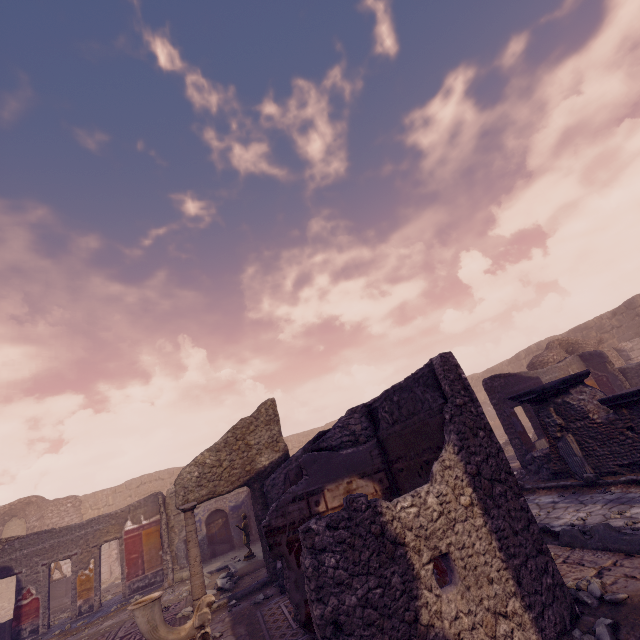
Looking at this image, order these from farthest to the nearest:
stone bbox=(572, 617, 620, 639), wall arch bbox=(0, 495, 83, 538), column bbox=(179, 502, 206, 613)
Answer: wall arch bbox=(0, 495, 83, 538)
column bbox=(179, 502, 206, 613)
stone bbox=(572, 617, 620, 639)

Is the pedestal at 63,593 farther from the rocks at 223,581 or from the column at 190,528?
the column at 190,528

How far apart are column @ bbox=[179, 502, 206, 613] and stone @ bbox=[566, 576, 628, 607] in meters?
6.6 m

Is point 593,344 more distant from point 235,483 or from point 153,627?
point 153,627

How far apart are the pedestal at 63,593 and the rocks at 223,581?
10.4m

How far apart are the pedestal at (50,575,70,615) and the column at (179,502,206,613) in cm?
1174

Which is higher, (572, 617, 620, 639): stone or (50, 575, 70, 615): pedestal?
(50, 575, 70, 615): pedestal

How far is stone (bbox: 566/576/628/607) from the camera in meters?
3.2
